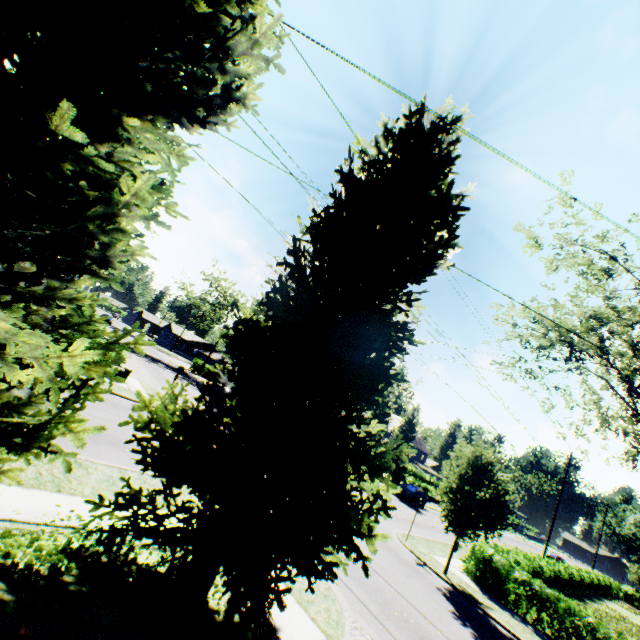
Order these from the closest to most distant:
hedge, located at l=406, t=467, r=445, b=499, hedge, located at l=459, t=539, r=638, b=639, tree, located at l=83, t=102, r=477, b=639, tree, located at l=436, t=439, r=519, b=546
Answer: tree, located at l=83, t=102, r=477, b=639 → hedge, located at l=459, t=539, r=638, b=639 → tree, located at l=436, t=439, r=519, b=546 → hedge, located at l=406, t=467, r=445, b=499

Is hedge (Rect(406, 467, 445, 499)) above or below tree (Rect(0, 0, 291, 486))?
below

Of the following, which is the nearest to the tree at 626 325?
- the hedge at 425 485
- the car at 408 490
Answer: the hedge at 425 485

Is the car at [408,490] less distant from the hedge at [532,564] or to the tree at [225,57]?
the tree at [225,57]

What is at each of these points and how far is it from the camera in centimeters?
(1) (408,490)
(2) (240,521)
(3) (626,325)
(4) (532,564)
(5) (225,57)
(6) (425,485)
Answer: (1) car, 3412cm
(2) tree, 455cm
(3) tree, 1803cm
(4) hedge, 2181cm
(5) tree, 430cm
(6) hedge, 4522cm

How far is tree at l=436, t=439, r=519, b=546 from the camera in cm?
1477

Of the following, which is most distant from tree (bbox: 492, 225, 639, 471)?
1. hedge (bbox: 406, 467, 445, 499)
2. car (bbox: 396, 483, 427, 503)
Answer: car (bbox: 396, 483, 427, 503)
